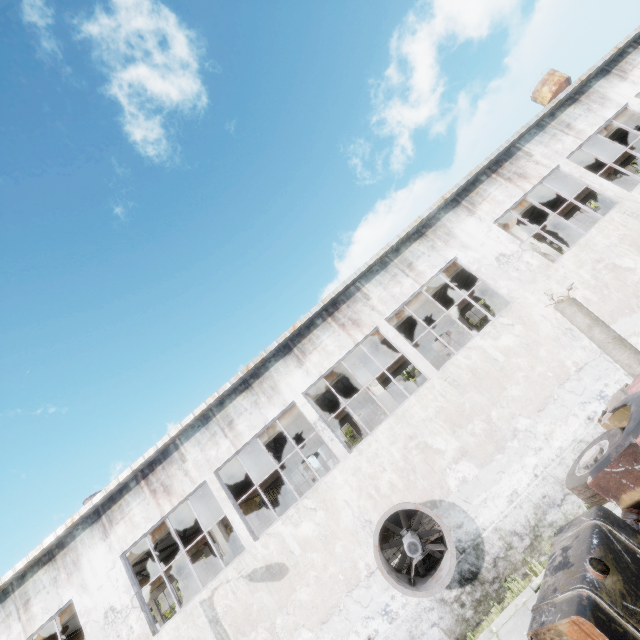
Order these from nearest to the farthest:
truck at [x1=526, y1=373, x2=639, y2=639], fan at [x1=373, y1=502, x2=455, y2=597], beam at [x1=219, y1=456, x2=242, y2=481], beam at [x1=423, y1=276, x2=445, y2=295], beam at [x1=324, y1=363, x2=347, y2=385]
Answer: truck at [x1=526, y1=373, x2=639, y2=639]
fan at [x1=373, y1=502, x2=455, y2=597]
beam at [x1=219, y1=456, x2=242, y2=481]
beam at [x1=324, y1=363, x2=347, y2=385]
beam at [x1=423, y1=276, x2=445, y2=295]

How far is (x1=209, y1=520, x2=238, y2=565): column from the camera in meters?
12.9 m

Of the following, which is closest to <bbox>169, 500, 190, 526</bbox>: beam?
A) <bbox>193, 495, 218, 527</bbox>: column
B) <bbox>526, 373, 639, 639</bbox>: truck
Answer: <bbox>193, 495, 218, 527</bbox>: column

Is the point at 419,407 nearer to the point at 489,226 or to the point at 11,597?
the point at 489,226

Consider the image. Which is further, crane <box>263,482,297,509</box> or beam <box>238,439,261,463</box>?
crane <box>263,482,297,509</box>

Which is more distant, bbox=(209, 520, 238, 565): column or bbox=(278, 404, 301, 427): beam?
bbox=(278, 404, 301, 427): beam

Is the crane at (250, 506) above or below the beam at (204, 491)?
below

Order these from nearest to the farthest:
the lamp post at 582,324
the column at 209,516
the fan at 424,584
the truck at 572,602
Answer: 1. the truck at 572,602
2. the lamp post at 582,324
3. the fan at 424,584
4. the column at 209,516
